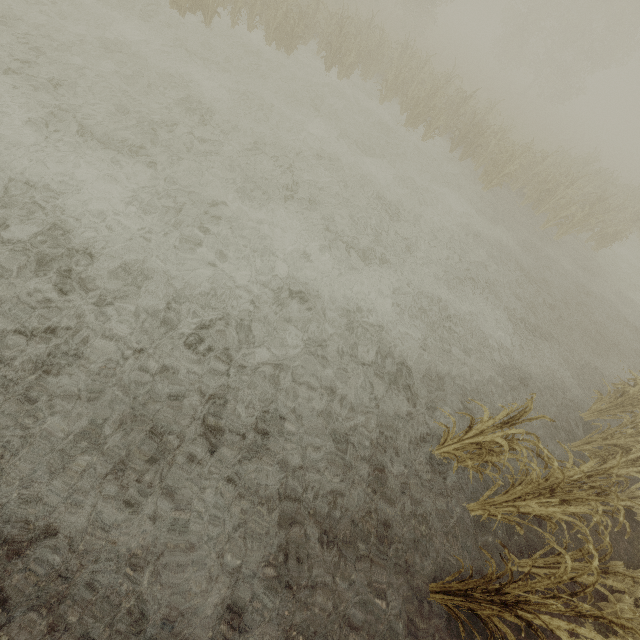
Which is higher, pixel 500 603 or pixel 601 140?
pixel 500 603
